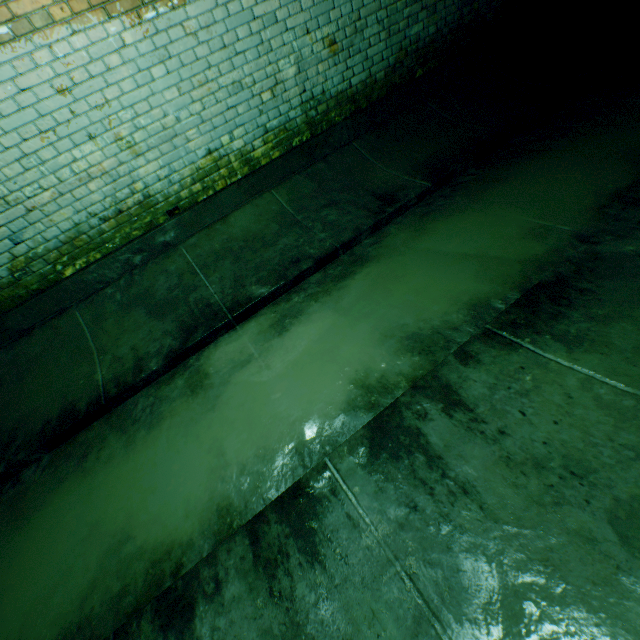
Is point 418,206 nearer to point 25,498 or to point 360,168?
point 360,168
